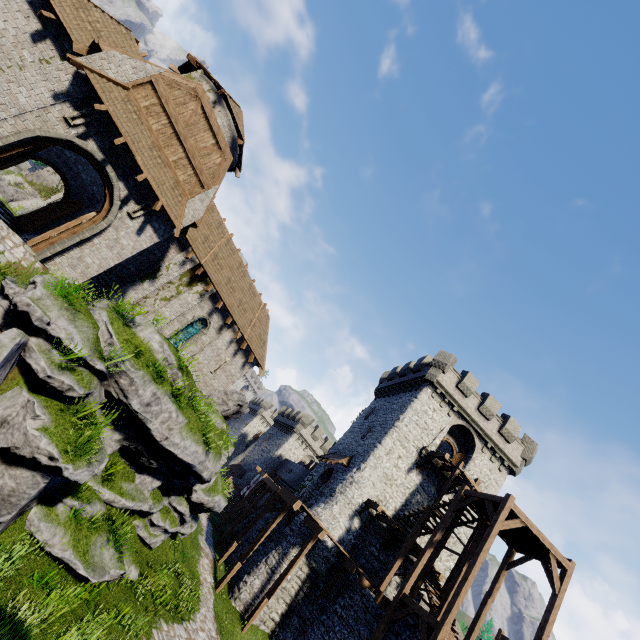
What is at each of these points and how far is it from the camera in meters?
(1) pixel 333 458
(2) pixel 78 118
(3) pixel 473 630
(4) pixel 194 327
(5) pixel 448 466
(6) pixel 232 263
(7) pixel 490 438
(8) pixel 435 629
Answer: (1) awning, 27.3 m
(2) window slit, 11.4 m
(3) wooden post, 15.2 m
(4) window glass, 20.3 m
(5) wooden platform, 23.7 m
(6) building, 21.4 m
(7) building, 26.4 m
(8) stairs, 12.2 m

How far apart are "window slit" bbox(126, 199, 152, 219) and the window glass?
7.74m

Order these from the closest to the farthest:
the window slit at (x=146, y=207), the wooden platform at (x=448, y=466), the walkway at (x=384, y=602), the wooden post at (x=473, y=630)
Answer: the window slit at (x=146, y=207), the wooden post at (x=473, y=630), the walkway at (x=384, y=602), the wooden platform at (x=448, y=466)

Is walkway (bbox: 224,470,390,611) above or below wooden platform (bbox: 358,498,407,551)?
below

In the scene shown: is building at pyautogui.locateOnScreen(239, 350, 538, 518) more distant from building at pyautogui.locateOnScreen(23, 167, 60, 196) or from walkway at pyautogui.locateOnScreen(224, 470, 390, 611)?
building at pyautogui.locateOnScreen(23, 167, 60, 196)

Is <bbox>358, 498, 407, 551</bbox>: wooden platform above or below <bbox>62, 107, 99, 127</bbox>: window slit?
above

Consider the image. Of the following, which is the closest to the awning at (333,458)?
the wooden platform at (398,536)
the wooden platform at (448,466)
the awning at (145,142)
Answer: the wooden platform at (398,536)

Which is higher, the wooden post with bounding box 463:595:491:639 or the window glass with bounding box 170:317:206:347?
the wooden post with bounding box 463:595:491:639
